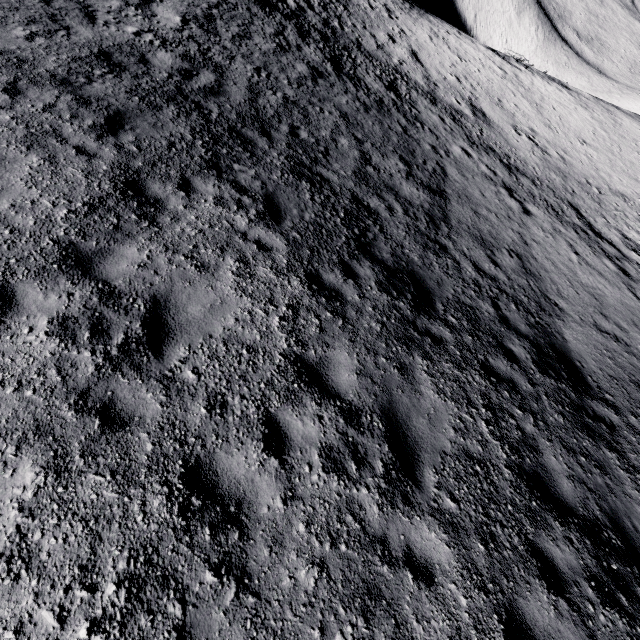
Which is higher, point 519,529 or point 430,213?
point 519,529
